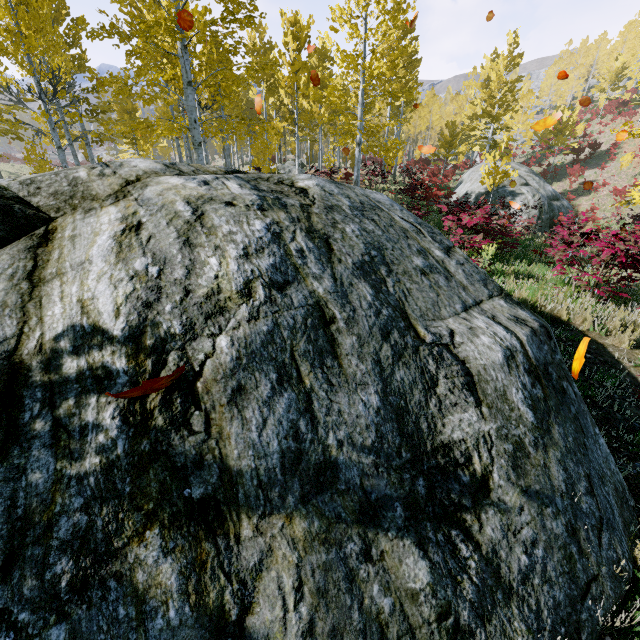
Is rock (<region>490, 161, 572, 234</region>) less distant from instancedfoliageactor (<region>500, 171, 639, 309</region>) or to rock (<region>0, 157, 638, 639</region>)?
instancedfoliageactor (<region>500, 171, 639, 309</region>)

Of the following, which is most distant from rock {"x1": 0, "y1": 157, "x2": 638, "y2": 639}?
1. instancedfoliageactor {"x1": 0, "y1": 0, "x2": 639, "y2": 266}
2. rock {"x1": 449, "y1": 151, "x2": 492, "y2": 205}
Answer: rock {"x1": 449, "y1": 151, "x2": 492, "y2": 205}

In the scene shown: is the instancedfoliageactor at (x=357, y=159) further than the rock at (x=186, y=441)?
Yes

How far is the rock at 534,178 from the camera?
18.83m

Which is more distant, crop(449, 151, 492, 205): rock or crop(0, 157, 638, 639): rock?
crop(449, 151, 492, 205): rock

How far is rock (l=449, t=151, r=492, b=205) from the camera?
20.42m

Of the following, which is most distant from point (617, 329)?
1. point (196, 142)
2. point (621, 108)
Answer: point (621, 108)

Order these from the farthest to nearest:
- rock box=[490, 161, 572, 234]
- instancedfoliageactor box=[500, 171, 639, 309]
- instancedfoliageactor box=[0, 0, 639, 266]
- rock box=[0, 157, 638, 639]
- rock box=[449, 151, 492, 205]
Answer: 1. rock box=[449, 151, 492, 205]
2. rock box=[490, 161, 572, 234]
3. instancedfoliageactor box=[0, 0, 639, 266]
4. instancedfoliageactor box=[500, 171, 639, 309]
5. rock box=[0, 157, 638, 639]
